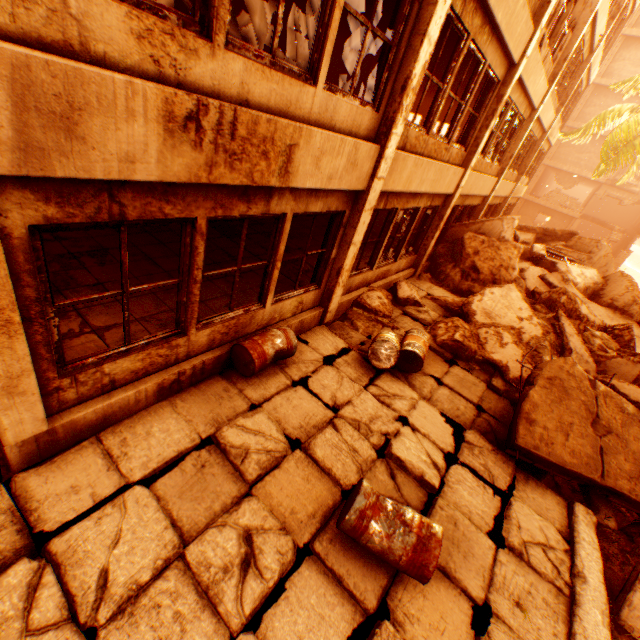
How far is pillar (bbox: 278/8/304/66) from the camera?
10.4m

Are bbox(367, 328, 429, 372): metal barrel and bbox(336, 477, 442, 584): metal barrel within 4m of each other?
yes

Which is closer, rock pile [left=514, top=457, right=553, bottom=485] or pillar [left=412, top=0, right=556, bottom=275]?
rock pile [left=514, top=457, right=553, bottom=485]

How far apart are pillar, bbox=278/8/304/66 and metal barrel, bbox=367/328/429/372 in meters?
10.0 m

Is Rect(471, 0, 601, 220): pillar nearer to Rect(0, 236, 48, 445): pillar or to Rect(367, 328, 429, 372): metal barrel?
Rect(367, 328, 429, 372): metal barrel

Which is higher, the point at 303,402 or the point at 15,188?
the point at 15,188

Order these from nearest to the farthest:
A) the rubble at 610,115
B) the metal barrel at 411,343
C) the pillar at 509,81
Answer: the metal barrel at 411,343 < the pillar at 509,81 < the rubble at 610,115

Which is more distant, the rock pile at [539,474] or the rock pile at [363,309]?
the rock pile at [363,309]
